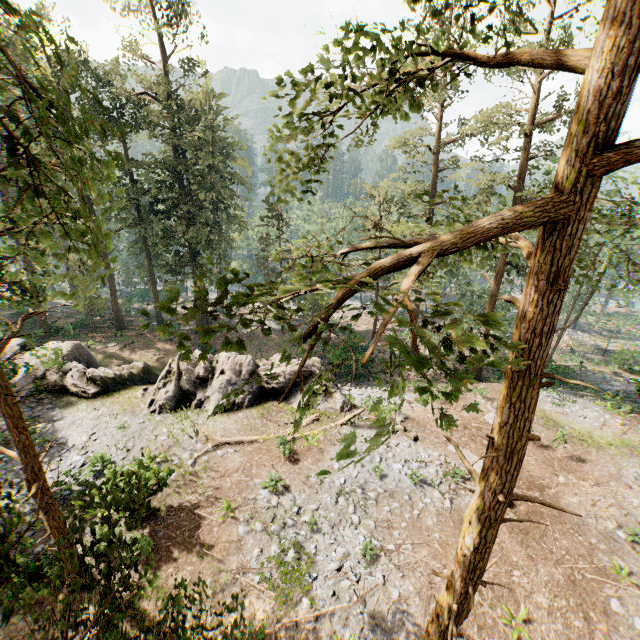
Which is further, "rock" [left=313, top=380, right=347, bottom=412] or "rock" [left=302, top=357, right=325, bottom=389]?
"rock" [left=302, top=357, right=325, bottom=389]

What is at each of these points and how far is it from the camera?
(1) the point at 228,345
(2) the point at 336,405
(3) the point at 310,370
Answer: (1) foliage, 3.0 meters
(2) rock, 20.1 meters
(3) rock, 21.3 meters

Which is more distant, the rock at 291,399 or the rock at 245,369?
the rock at 291,399

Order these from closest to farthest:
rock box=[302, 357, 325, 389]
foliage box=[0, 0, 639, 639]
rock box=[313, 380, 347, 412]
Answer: foliage box=[0, 0, 639, 639] → rock box=[313, 380, 347, 412] → rock box=[302, 357, 325, 389]

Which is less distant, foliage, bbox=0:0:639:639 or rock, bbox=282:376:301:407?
foliage, bbox=0:0:639:639

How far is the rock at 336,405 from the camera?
19.9 meters

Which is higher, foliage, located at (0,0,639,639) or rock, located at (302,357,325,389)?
foliage, located at (0,0,639,639)
